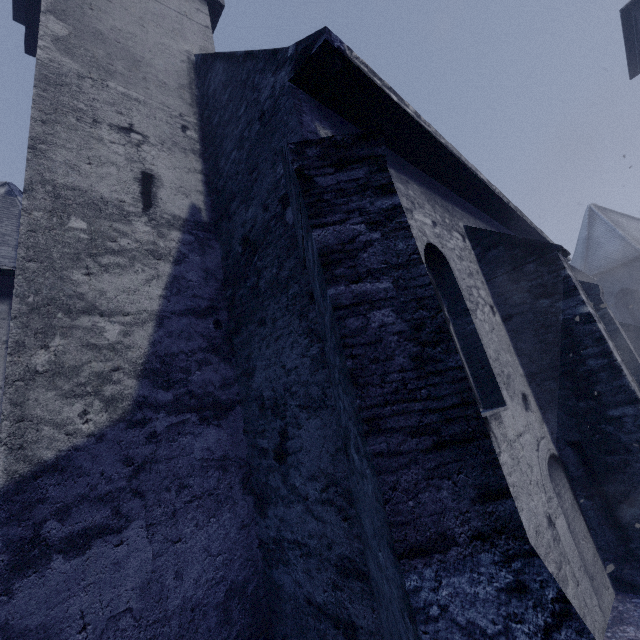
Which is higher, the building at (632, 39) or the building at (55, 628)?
the building at (632, 39)

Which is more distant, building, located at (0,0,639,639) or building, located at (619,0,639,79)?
building, located at (619,0,639,79)

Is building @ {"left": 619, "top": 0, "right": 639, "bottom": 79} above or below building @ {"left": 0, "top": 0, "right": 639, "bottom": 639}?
Result: above

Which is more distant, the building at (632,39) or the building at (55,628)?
the building at (632,39)

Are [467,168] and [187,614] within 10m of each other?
yes
